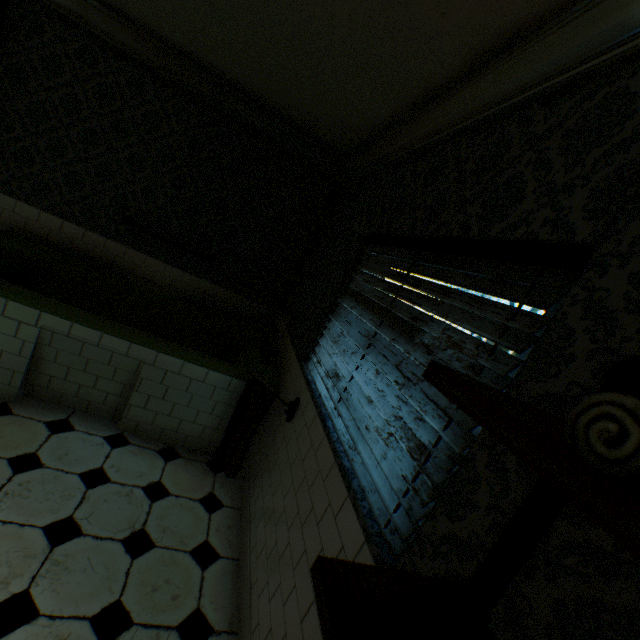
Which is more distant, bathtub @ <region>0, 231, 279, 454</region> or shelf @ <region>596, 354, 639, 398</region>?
bathtub @ <region>0, 231, 279, 454</region>

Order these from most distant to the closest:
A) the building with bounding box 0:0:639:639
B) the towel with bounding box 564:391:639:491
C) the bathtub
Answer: the bathtub < the building with bounding box 0:0:639:639 < the towel with bounding box 564:391:639:491

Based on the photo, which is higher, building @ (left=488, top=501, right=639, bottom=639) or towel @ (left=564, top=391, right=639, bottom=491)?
towel @ (left=564, top=391, right=639, bottom=491)

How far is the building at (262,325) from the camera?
4.2m

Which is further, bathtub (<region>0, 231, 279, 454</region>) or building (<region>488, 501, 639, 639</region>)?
bathtub (<region>0, 231, 279, 454</region>)

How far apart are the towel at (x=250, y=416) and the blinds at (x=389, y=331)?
0.2m

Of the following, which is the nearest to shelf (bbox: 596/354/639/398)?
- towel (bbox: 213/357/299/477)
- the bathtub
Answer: towel (bbox: 213/357/299/477)

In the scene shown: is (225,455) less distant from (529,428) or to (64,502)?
(64,502)
